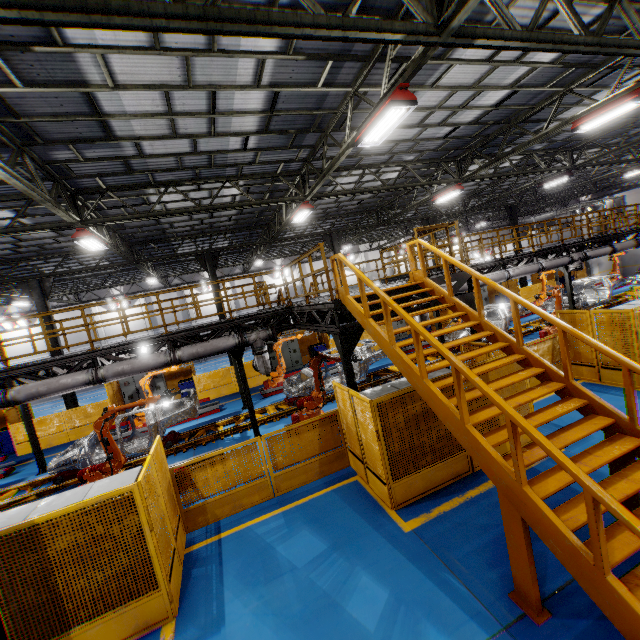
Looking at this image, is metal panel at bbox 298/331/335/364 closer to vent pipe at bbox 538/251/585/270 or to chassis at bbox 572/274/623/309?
vent pipe at bbox 538/251/585/270

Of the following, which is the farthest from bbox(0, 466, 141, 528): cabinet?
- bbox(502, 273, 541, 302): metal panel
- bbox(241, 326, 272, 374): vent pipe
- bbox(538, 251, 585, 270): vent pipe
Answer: bbox(538, 251, 585, 270): vent pipe

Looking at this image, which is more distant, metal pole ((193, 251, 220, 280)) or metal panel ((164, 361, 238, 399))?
metal pole ((193, 251, 220, 280))

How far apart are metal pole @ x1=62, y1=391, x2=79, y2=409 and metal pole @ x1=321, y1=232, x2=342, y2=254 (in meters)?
14.57

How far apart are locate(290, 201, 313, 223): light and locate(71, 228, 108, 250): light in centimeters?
698cm

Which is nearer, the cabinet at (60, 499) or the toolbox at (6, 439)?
the cabinet at (60, 499)

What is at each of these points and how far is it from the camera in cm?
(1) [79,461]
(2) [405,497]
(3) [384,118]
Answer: (1) chassis, 1013
(2) metal panel, 634
(3) light, 661

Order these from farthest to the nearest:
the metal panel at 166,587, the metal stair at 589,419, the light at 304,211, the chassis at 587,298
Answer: the chassis at 587,298
the light at 304,211
the metal panel at 166,587
the metal stair at 589,419
